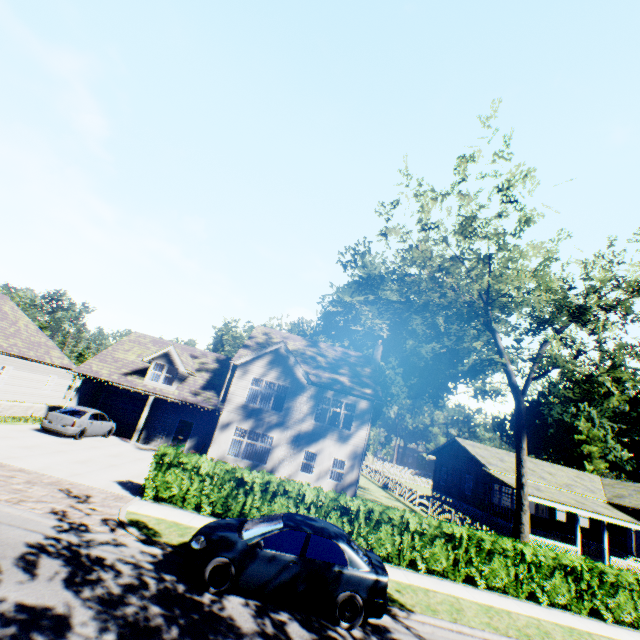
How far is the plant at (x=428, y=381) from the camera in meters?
49.7 m

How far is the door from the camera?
Answer: 22.33m

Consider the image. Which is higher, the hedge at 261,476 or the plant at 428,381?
the plant at 428,381

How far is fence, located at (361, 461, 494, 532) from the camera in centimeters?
2006cm

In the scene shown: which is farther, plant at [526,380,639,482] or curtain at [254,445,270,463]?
plant at [526,380,639,482]

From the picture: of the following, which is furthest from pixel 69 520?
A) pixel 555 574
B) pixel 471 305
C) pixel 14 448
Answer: pixel 471 305

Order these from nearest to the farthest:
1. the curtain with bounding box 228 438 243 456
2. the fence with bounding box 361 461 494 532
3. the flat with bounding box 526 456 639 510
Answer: the fence with bounding box 361 461 494 532
the curtain with bounding box 228 438 243 456
the flat with bounding box 526 456 639 510

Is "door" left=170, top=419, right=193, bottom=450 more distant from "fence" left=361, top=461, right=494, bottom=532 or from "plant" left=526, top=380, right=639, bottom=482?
"plant" left=526, top=380, right=639, bottom=482
